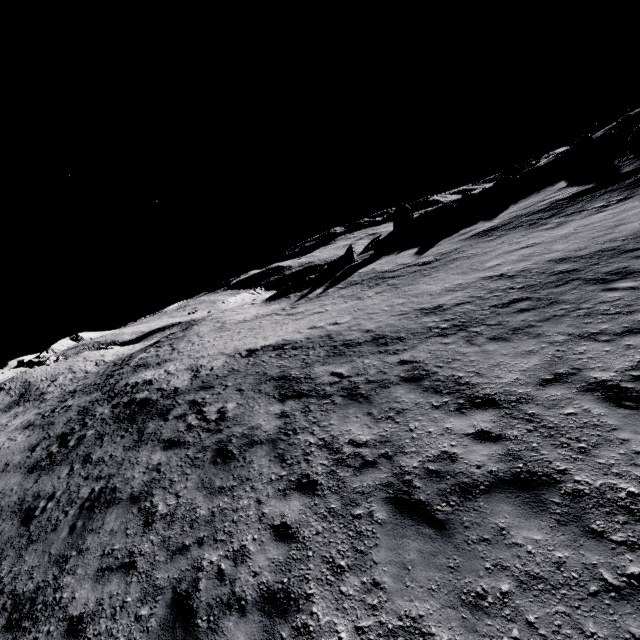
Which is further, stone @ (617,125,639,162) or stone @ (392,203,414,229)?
stone @ (392,203,414,229)

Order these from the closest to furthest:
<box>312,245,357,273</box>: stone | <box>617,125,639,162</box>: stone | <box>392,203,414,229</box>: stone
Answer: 1. <box>617,125,639,162</box>: stone
2. <box>312,245,357,273</box>: stone
3. <box>392,203,414,229</box>: stone

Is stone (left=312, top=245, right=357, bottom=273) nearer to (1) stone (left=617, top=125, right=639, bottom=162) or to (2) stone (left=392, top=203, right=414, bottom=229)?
(2) stone (left=392, top=203, right=414, bottom=229)

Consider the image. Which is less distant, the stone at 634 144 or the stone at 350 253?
the stone at 634 144

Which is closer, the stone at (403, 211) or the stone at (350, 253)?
the stone at (350, 253)

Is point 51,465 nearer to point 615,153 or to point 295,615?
point 295,615
